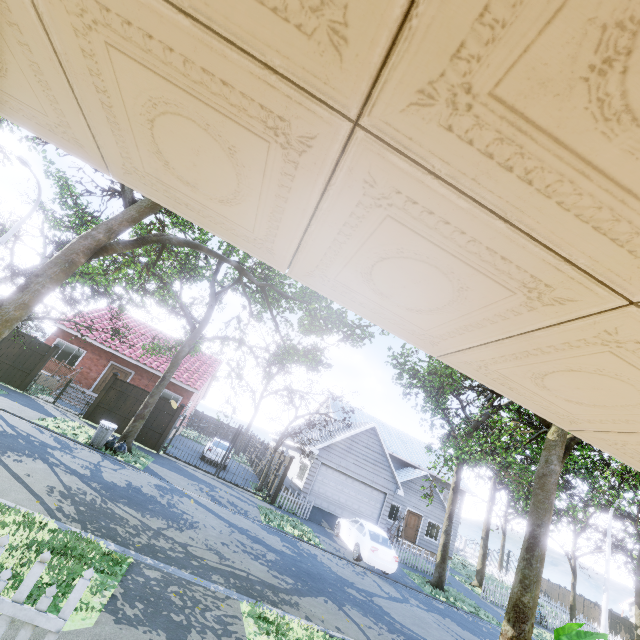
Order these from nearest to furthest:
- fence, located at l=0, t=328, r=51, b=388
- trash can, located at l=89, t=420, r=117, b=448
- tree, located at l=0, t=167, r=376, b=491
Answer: tree, located at l=0, t=167, r=376, b=491
trash can, located at l=89, t=420, r=117, b=448
fence, located at l=0, t=328, r=51, b=388

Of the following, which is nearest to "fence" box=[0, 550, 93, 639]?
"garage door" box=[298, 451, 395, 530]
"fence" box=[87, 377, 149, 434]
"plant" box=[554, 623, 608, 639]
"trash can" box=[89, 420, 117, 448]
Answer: "plant" box=[554, 623, 608, 639]

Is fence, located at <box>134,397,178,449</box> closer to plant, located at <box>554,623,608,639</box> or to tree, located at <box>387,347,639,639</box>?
tree, located at <box>387,347,639,639</box>

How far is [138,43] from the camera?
0.9 meters

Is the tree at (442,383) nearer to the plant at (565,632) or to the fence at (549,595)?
the fence at (549,595)

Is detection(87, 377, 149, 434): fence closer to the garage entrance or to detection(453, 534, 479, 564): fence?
detection(453, 534, 479, 564): fence

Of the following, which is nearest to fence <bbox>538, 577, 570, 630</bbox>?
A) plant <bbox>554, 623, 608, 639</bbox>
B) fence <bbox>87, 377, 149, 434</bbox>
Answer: plant <bbox>554, 623, 608, 639</bbox>

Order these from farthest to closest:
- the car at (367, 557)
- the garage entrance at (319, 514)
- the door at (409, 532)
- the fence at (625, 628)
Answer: the door at (409, 532)
the fence at (625, 628)
the garage entrance at (319, 514)
the car at (367, 557)
